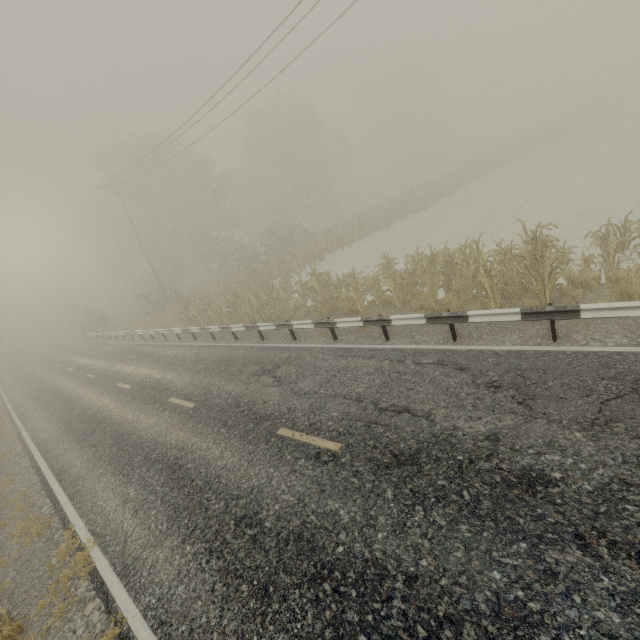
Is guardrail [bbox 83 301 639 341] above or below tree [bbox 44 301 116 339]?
below

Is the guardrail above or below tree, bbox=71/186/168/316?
below

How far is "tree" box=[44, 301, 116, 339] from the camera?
33.5 meters

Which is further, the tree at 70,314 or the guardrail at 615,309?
the tree at 70,314

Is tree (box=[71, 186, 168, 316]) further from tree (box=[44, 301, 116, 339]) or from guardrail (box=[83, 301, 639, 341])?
guardrail (box=[83, 301, 639, 341])

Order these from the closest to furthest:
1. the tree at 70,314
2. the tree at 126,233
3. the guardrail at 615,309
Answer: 1. the guardrail at 615,309
2. the tree at 126,233
3. the tree at 70,314

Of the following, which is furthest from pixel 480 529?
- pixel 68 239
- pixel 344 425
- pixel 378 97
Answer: pixel 378 97

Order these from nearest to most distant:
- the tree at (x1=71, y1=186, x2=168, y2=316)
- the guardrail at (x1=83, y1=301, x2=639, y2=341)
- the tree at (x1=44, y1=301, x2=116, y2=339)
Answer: the guardrail at (x1=83, y1=301, x2=639, y2=341), the tree at (x1=71, y1=186, x2=168, y2=316), the tree at (x1=44, y1=301, x2=116, y2=339)
